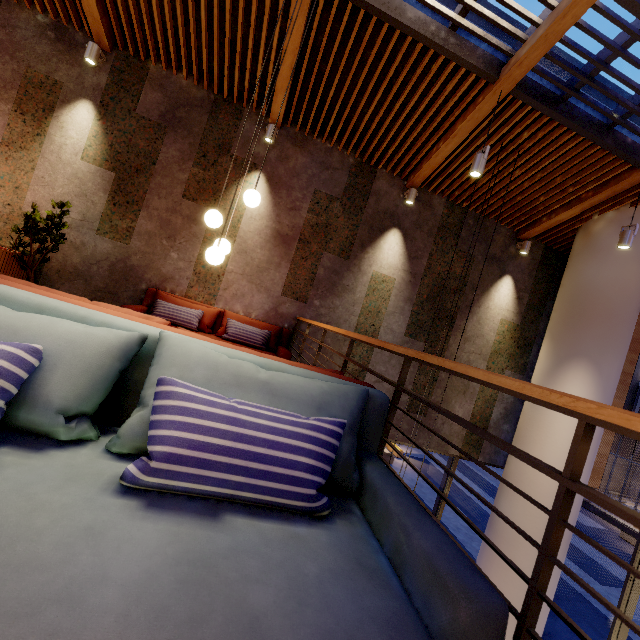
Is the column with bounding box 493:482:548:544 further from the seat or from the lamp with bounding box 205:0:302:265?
the seat

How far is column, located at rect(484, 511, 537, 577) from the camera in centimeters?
533cm

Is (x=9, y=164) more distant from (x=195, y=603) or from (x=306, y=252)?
(x=195, y=603)

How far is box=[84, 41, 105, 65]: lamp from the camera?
4.6 meters

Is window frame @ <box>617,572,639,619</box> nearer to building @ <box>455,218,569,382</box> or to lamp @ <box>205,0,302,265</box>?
building @ <box>455,218,569,382</box>

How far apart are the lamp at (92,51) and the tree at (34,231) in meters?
2.3

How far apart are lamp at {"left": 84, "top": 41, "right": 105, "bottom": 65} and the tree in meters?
2.3 m

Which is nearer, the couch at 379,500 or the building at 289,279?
the couch at 379,500
